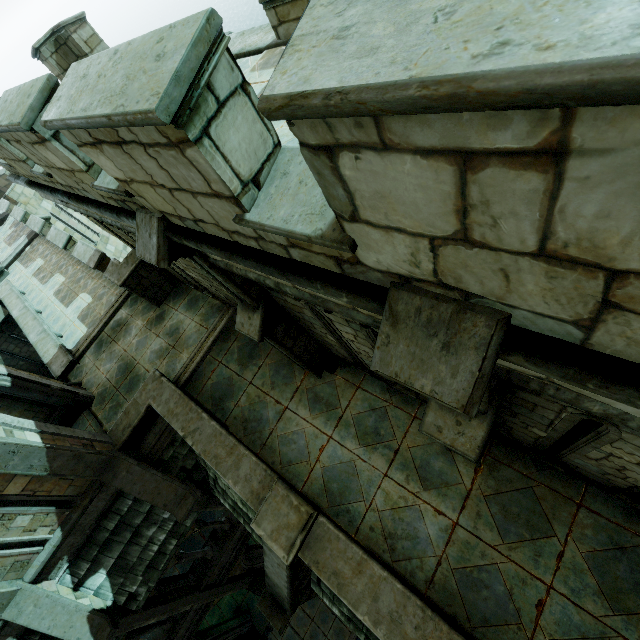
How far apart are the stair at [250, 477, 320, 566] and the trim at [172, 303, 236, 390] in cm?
432

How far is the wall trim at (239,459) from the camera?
6.1 meters

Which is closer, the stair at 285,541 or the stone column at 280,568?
the stair at 285,541

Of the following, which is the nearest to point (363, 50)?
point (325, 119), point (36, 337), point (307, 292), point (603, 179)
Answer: point (325, 119)

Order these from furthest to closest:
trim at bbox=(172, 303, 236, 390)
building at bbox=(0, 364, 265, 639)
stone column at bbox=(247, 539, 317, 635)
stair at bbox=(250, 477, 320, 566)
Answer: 1. trim at bbox=(172, 303, 236, 390)
2. building at bbox=(0, 364, 265, 639)
3. stone column at bbox=(247, 539, 317, 635)
4. stair at bbox=(250, 477, 320, 566)

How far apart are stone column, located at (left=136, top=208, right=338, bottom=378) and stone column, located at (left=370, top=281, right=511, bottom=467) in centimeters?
252cm

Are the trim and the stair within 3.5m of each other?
no

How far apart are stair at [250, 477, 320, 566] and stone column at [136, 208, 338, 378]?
2.1m
